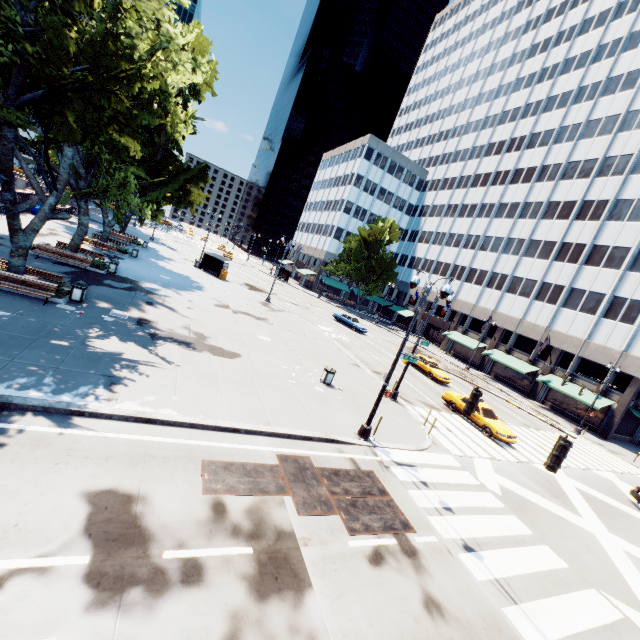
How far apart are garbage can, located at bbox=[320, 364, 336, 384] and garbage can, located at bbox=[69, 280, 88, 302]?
12.81m

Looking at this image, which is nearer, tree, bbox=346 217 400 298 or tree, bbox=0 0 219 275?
tree, bbox=0 0 219 275

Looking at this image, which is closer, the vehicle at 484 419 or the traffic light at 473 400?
the traffic light at 473 400

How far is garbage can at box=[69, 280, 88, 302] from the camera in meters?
15.7 m

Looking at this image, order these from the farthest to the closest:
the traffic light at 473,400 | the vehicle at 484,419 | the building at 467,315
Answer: the building at 467,315 < the vehicle at 484,419 < the traffic light at 473,400

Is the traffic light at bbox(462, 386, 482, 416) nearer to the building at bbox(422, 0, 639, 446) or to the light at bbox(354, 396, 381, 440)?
the light at bbox(354, 396, 381, 440)

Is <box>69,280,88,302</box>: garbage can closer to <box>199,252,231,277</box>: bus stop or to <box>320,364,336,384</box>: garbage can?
<box>320,364,336,384</box>: garbage can

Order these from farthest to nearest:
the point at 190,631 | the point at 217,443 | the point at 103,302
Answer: the point at 103,302 < the point at 217,443 < the point at 190,631
